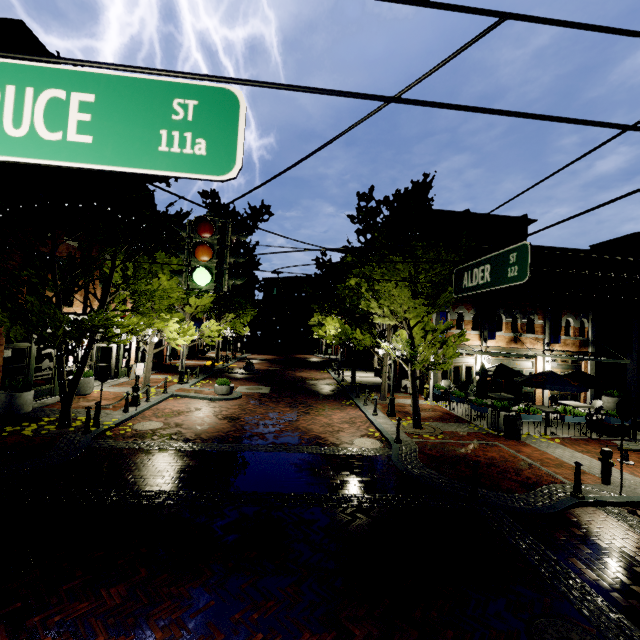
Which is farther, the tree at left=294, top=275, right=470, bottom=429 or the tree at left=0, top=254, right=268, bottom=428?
the tree at left=294, top=275, right=470, bottom=429

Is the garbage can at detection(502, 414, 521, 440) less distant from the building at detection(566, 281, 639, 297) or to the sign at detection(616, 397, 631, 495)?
the sign at detection(616, 397, 631, 495)

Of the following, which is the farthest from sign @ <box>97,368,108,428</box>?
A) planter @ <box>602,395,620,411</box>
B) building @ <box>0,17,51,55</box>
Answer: planter @ <box>602,395,620,411</box>

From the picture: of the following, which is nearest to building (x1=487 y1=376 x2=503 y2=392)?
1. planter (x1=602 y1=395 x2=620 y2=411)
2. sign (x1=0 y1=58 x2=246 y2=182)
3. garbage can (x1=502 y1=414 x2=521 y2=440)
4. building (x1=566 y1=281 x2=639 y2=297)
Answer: planter (x1=602 y1=395 x2=620 y2=411)

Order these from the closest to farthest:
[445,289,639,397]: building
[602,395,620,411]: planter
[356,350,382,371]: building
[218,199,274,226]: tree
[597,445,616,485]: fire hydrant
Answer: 1. [597,445,616,485]: fire hydrant
2. [602,395,620,411]: planter
3. [445,289,639,397]: building
4. [218,199,274,226]: tree
5. [356,350,382,371]: building

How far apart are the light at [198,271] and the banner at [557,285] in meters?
20.9

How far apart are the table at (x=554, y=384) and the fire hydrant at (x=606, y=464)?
5.2m

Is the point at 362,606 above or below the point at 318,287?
below
